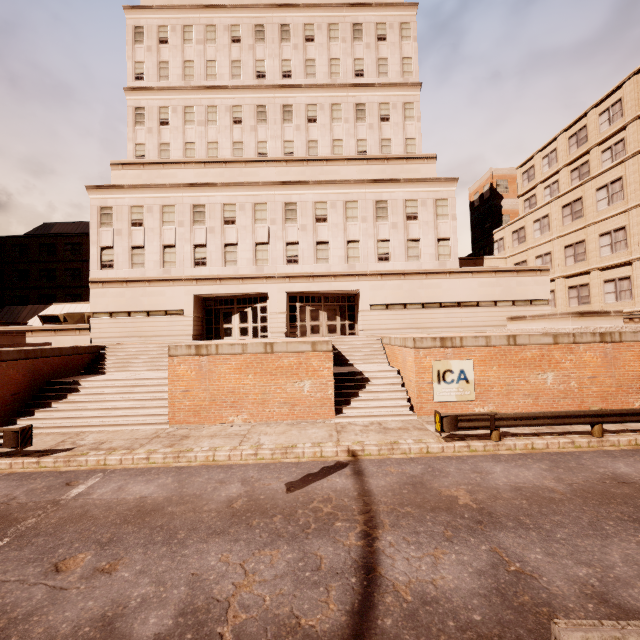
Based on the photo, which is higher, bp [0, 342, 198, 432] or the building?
the building

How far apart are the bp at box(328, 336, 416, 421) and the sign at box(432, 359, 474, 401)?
0.8m

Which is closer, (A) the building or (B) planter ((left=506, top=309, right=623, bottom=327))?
(B) planter ((left=506, top=309, right=623, bottom=327))

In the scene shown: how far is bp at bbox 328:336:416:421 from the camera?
13.74m

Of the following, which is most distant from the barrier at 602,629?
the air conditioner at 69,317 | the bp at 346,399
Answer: the air conditioner at 69,317

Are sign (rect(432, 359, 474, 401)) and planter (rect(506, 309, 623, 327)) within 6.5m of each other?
yes

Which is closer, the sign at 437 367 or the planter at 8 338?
the sign at 437 367

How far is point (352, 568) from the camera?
5.37m
